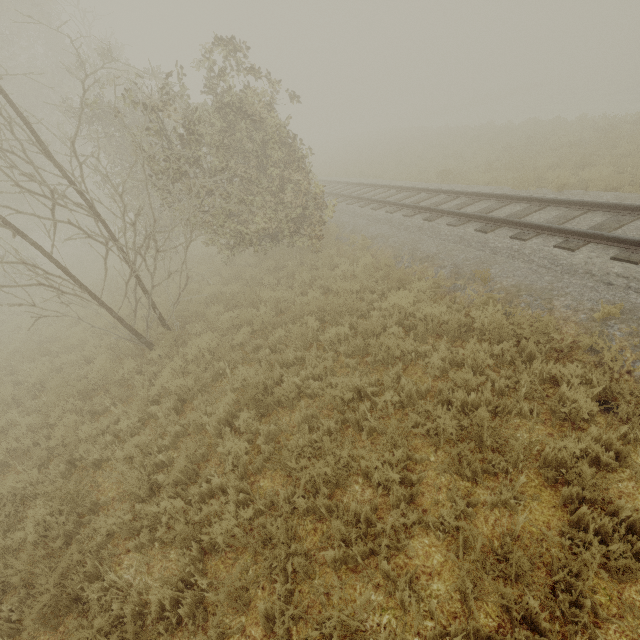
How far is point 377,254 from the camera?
9.37m
